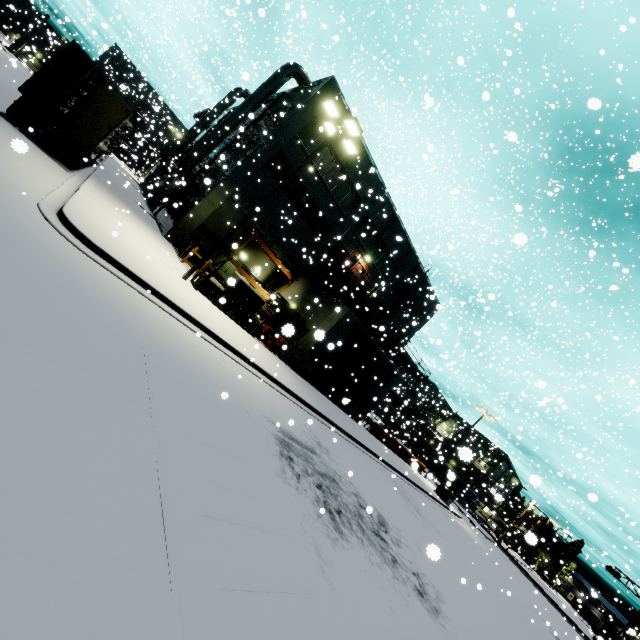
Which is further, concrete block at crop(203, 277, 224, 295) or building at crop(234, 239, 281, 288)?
building at crop(234, 239, 281, 288)

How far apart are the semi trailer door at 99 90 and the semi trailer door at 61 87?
0.49m

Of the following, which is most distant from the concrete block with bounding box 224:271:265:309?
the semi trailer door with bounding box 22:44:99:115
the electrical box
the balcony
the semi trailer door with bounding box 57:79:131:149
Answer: the electrical box

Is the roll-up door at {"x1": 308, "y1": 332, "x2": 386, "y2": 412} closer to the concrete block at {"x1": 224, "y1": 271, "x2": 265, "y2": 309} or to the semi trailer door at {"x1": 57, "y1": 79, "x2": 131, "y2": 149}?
the concrete block at {"x1": 224, "y1": 271, "x2": 265, "y2": 309}

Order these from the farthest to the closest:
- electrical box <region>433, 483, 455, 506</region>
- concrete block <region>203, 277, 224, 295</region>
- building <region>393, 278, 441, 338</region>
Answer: building <region>393, 278, 441, 338</region>
electrical box <region>433, 483, 455, 506</region>
concrete block <region>203, 277, 224, 295</region>

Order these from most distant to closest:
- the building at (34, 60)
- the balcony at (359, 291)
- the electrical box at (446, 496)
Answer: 1. the building at (34, 60)
2. the electrical box at (446, 496)
3. the balcony at (359, 291)

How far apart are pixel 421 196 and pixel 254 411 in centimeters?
1821cm

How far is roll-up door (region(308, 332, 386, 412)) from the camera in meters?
20.8
